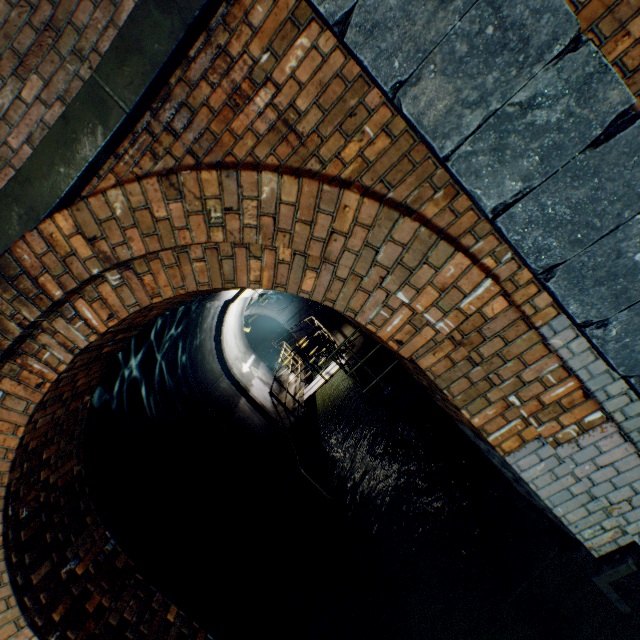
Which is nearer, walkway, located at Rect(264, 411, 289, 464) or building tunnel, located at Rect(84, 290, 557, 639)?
building tunnel, located at Rect(84, 290, 557, 639)

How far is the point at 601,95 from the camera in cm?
135

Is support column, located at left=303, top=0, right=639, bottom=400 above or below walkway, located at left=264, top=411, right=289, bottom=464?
above

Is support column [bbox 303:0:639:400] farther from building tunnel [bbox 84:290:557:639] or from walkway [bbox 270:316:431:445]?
walkway [bbox 270:316:431:445]

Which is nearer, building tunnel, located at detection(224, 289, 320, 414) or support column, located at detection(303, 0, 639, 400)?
support column, located at detection(303, 0, 639, 400)

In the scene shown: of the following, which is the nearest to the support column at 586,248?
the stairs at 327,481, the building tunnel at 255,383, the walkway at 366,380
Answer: the building tunnel at 255,383

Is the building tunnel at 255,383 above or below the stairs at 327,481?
above

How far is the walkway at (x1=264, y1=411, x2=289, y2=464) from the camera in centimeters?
801cm
